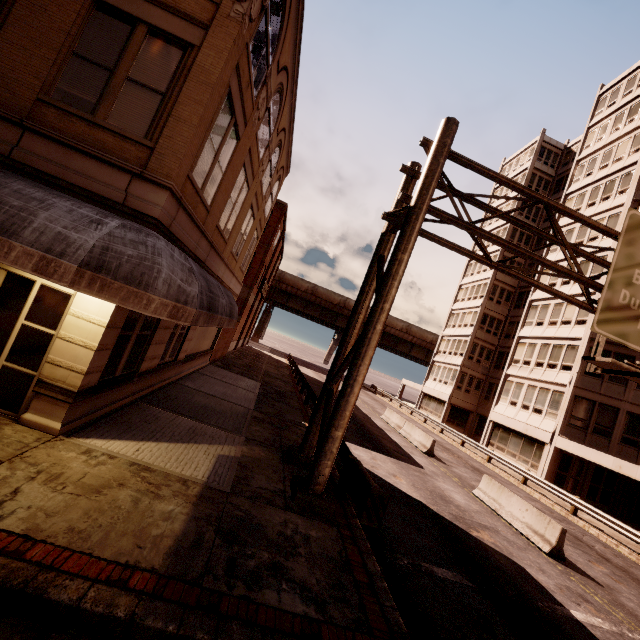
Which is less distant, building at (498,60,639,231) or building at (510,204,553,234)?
building at (498,60,639,231)

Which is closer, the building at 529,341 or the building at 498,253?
the building at 529,341

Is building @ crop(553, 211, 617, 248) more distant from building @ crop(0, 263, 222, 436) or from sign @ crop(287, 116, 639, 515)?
building @ crop(0, 263, 222, 436)

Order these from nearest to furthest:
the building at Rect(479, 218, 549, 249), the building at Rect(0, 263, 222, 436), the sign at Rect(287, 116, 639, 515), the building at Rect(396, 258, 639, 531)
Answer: the building at Rect(0, 263, 222, 436) < the sign at Rect(287, 116, 639, 515) < the building at Rect(396, 258, 639, 531) < the building at Rect(479, 218, 549, 249)

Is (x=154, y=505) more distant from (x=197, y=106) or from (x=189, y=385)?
(x=189, y=385)

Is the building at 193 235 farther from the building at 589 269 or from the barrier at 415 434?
the building at 589 269

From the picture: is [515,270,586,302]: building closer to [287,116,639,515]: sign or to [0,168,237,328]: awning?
[287,116,639,515]: sign
